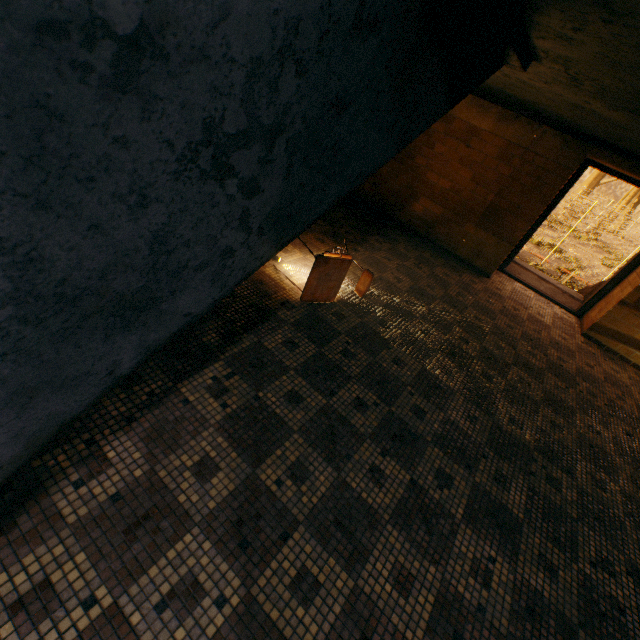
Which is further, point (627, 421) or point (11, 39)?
point (627, 421)

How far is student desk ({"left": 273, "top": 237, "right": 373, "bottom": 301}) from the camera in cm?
321

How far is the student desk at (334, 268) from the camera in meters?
3.2

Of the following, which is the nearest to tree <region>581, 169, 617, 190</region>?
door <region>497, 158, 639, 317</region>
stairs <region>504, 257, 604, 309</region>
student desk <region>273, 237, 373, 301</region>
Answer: stairs <region>504, 257, 604, 309</region>

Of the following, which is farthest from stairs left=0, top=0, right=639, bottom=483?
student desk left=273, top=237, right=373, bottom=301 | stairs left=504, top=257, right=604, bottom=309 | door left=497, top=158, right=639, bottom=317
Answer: stairs left=504, top=257, right=604, bottom=309

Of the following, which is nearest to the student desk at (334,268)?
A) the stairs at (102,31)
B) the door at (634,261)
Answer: the stairs at (102,31)

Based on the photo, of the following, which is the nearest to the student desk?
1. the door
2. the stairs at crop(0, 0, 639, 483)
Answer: the stairs at crop(0, 0, 639, 483)
